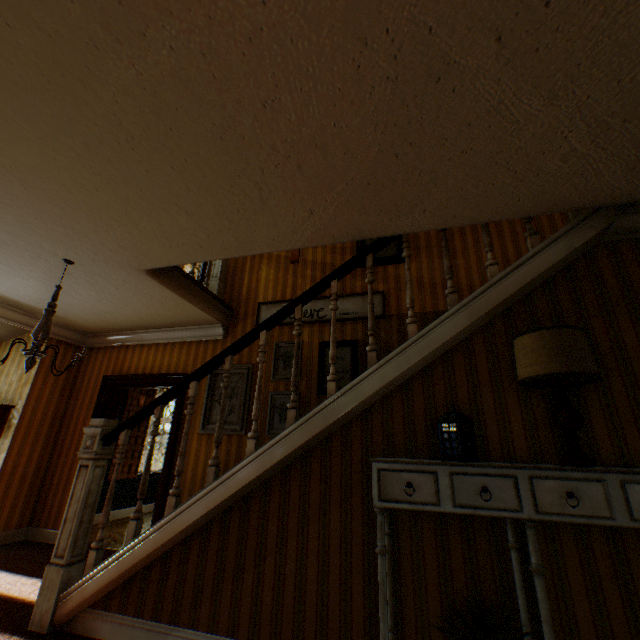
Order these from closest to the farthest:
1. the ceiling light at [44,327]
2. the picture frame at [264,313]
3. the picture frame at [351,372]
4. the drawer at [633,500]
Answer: the drawer at [633,500] → the ceiling light at [44,327] → the picture frame at [351,372] → the picture frame at [264,313]

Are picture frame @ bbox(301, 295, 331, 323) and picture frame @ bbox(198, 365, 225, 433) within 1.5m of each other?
yes

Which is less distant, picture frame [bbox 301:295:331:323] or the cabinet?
the cabinet

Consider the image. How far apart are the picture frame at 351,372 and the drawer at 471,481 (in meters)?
2.49

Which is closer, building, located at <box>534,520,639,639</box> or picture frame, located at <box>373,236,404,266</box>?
building, located at <box>534,520,639,639</box>

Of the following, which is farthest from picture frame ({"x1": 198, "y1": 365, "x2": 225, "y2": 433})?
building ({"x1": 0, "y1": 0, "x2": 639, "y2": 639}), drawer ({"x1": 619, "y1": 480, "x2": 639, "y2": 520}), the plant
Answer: drawer ({"x1": 619, "y1": 480, "x2": 639, "y2": 520})

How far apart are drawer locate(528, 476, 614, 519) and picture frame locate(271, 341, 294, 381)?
2.9m

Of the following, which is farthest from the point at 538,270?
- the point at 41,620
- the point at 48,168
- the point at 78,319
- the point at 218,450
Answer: the point at 78,319
